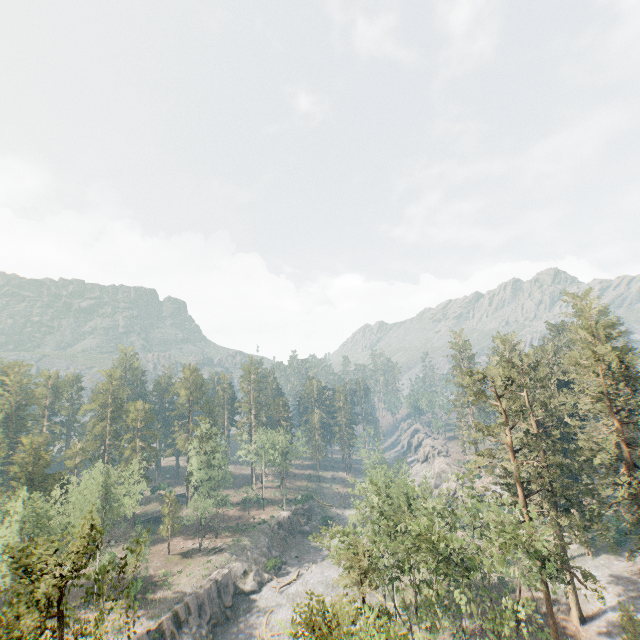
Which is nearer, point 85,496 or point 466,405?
point 466,405

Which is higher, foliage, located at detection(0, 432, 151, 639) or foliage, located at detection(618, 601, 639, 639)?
foliage, located at detection(0, 432, 151, 639)

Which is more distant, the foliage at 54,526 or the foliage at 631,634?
the foliage at 631,634

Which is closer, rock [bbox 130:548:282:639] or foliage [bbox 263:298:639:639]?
foliage [bbox 263:298:639:639]

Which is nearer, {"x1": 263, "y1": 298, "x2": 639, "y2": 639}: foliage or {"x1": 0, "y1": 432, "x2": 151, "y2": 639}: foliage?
{"x1": 0, "y1": 432, "x2": 151, "y2": 639}: foliage

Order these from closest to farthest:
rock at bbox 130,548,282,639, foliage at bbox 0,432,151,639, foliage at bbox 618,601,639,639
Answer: foliage at bbox 0,432,151,639
foliage at bbox 618,601,639,639
rock at bbox 130,548,282,639

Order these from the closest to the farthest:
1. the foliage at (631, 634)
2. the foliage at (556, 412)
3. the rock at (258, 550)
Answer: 1. the foliage at (556, 412)
2. the foliage at (631, 634)
3. the rock at (258, 550)
